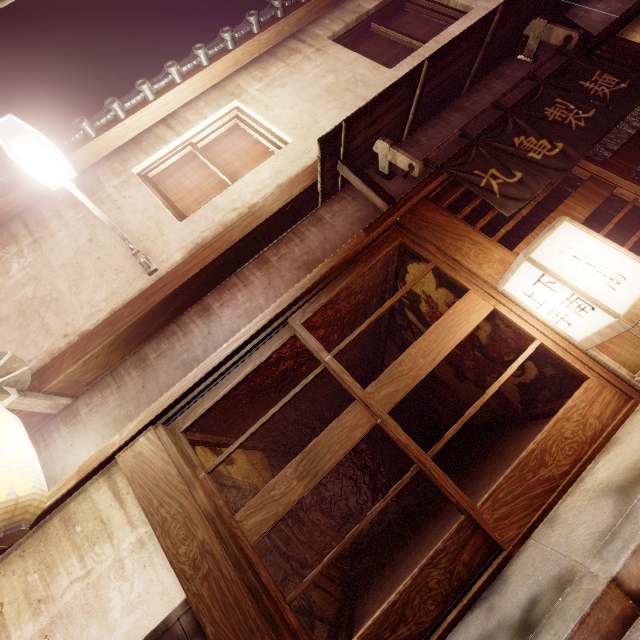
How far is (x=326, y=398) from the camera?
15.4 meters

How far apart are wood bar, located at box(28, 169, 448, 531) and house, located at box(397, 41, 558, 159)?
0.2m

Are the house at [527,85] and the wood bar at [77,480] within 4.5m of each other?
yes

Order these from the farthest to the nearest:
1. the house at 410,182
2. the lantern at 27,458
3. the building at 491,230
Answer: the building at 491,230
the house at 410,182
the lantern at 27,458

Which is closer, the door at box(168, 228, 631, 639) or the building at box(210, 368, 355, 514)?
the door at box(168, 228, 631, 639)

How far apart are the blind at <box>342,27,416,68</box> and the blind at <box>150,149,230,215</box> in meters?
6.0

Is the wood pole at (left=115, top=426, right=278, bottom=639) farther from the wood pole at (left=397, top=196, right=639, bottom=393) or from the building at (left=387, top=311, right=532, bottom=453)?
the wood pole at (left=397, top=196, right=639, bottom=393)
